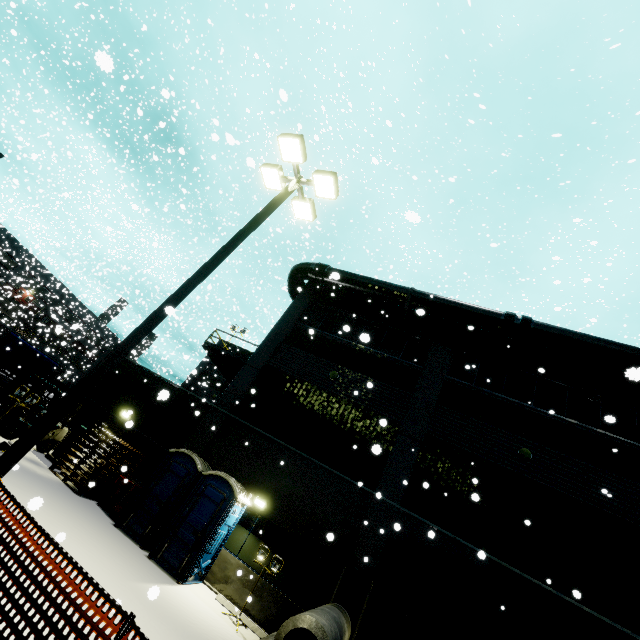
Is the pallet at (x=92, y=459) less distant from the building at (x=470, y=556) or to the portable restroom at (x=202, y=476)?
the building at (x=470, y=556)

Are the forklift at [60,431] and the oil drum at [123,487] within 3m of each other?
no

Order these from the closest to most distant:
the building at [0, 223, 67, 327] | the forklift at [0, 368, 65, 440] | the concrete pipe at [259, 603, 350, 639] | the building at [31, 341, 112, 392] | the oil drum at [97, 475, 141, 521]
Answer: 1. the concrete pipe at [259, 603, 350, 639]
2. the oil drum at [97, 475, 141, 521]
3. the forklift at [0, 368, 65, 440]
4. the building at [31, 341, 112, 392]
5. the building at [0, 223, 67, 327]

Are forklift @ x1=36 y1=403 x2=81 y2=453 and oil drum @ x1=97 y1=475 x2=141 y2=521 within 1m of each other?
no

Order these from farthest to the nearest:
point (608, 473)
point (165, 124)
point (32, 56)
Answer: point (32, 56) → point (165, 124) → point (608, 473)

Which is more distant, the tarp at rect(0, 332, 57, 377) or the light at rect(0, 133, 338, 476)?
the tarp at rect(0, 332, 57, 377)

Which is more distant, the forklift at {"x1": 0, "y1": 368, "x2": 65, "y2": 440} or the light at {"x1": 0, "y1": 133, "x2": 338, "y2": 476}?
the forklift at {"x1": 0, "y1": 368, "x2": 65, "y2": 440}

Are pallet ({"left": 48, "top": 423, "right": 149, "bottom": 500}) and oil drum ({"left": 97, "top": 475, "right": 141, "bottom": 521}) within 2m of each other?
yes
